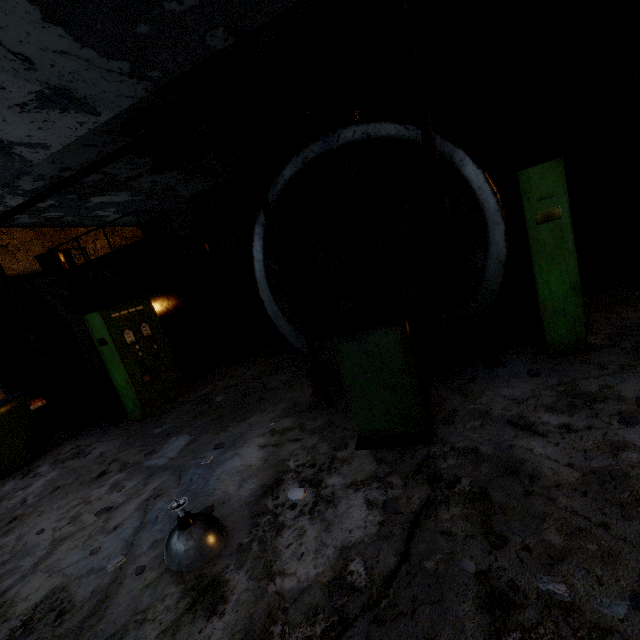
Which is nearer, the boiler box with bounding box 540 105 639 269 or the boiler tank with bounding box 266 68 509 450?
the boiler tank with bounding box 266 68 509 450

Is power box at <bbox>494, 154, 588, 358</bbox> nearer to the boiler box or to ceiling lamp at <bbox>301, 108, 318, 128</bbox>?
the boiler box

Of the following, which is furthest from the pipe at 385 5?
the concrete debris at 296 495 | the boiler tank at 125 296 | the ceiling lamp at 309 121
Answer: the boiler tank at 125 296

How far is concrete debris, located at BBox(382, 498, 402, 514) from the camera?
2.7m

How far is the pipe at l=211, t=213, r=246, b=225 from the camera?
14.9m

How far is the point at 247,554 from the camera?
2.73m

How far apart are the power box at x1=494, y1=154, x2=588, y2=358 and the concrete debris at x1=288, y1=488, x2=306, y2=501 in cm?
359

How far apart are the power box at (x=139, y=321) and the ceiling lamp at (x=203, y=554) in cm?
425
